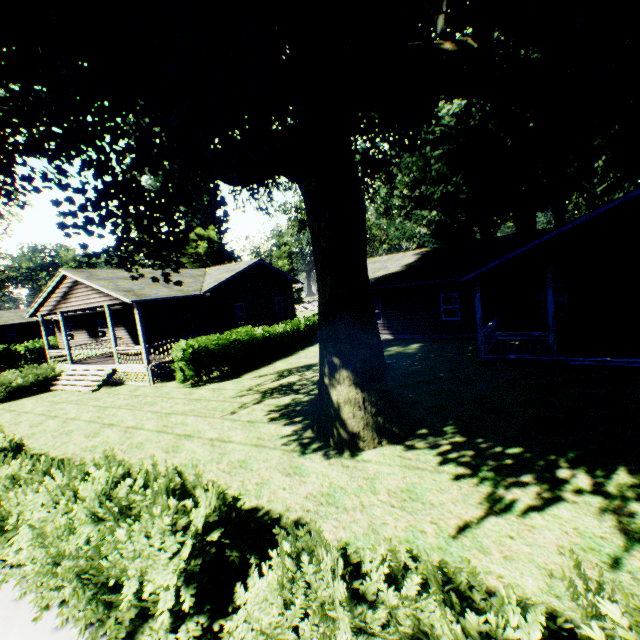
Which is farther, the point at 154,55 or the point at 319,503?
the point at 319,503

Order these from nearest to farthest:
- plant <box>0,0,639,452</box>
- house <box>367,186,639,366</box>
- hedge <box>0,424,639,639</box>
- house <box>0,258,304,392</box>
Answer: hedge <box>0,424,639,639</box> → plant <box>0,0,639,452</box> → house <box>367,186,639,366</box> → house <box>0,258,304,392</box>

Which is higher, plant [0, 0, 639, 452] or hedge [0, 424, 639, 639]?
plant [0, 0, 639, 452]

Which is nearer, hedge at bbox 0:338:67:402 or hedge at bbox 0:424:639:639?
hedge at bbox 0:424:639:639

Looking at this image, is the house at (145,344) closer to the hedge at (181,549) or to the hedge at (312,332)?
the hedge at (312,332)

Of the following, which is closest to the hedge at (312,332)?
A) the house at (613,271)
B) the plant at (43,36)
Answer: the plant at (43,36)

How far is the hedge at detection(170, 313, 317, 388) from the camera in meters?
15.3

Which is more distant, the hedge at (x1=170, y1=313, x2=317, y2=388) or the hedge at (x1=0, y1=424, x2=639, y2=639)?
the hedge at (x1=170, y1=313, x2=317, y2=388)
